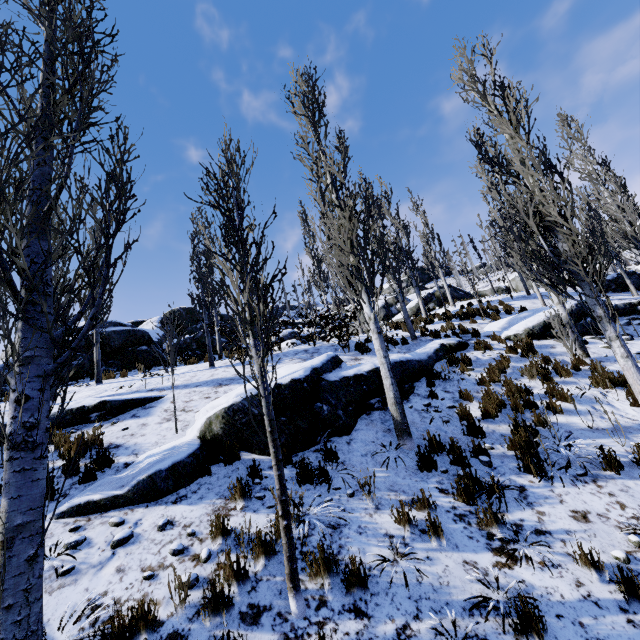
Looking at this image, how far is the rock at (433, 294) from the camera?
28.2 meters

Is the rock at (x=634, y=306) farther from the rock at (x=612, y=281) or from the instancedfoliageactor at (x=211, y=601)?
the rock at (x=612, y=281)

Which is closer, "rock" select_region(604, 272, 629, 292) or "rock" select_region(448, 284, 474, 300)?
"rock" select_region(604, 272, 629, 292)

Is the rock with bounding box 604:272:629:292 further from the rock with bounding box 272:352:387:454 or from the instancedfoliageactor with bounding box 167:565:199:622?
the rock with bounding box 272:352:387:454

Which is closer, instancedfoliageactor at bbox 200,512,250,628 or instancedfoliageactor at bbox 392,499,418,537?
instancedfoliageactor at bbox 200,512,250,628

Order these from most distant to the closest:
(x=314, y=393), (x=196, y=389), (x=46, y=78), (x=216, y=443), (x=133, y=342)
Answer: (x=133, y=342), (x=196, y=389), (x=314, y=393), (x=216, y=443), (x=46, y=78)

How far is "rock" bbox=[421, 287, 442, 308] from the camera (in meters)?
28.20

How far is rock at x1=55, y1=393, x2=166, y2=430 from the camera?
7.3m
